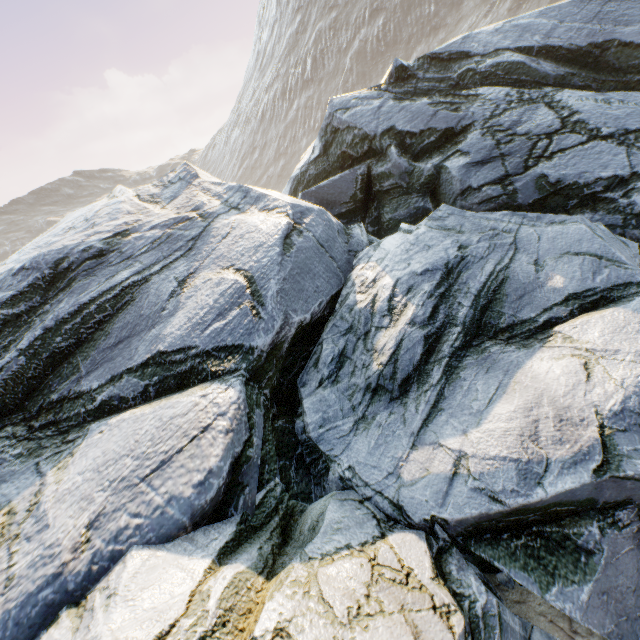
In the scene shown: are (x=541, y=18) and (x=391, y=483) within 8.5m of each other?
no
